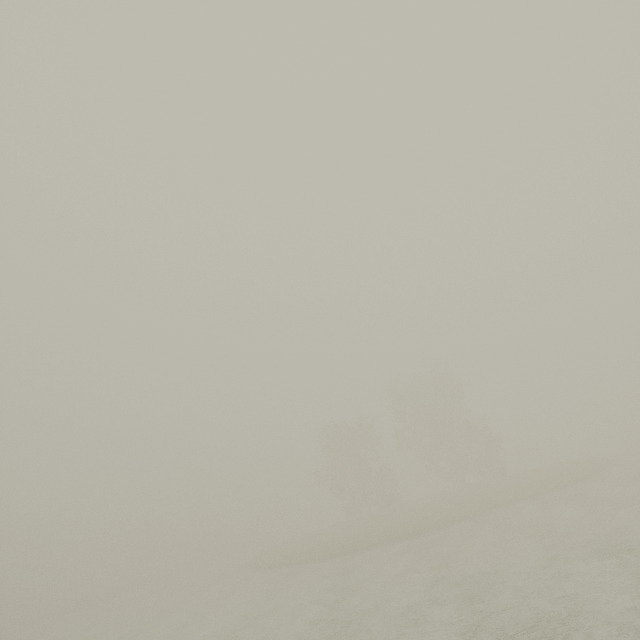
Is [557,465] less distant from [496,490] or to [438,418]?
[496,490]
